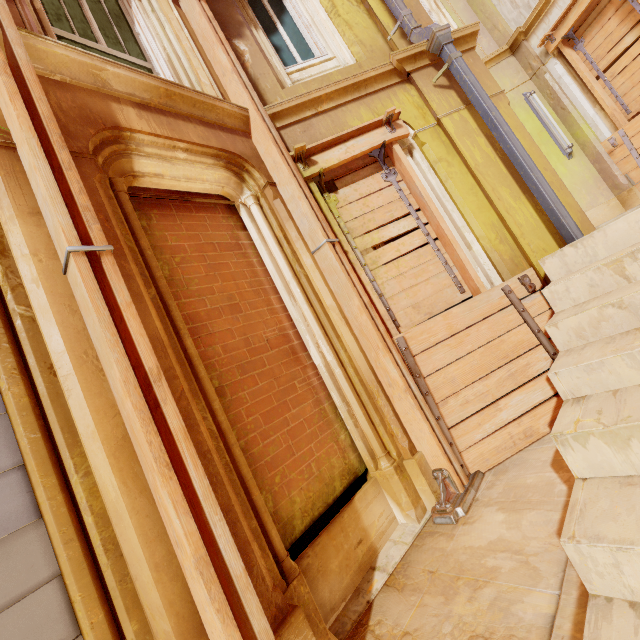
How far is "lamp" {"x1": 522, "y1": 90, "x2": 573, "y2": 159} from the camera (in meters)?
6.82

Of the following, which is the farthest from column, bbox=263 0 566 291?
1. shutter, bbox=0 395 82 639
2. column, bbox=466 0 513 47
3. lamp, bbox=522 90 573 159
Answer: column, bbox=466 0 513 47

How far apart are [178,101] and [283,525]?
3.9 meters

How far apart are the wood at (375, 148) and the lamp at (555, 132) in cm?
516

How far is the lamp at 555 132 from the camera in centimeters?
682cm

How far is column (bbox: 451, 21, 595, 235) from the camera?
3.8 meters

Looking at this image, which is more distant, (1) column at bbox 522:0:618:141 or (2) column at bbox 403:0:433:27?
(1) column at bbox 522:0:618:141

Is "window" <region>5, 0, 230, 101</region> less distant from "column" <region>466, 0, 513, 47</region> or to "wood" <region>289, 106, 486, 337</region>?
"wood" <region>289, 106, 486, 337</region>
